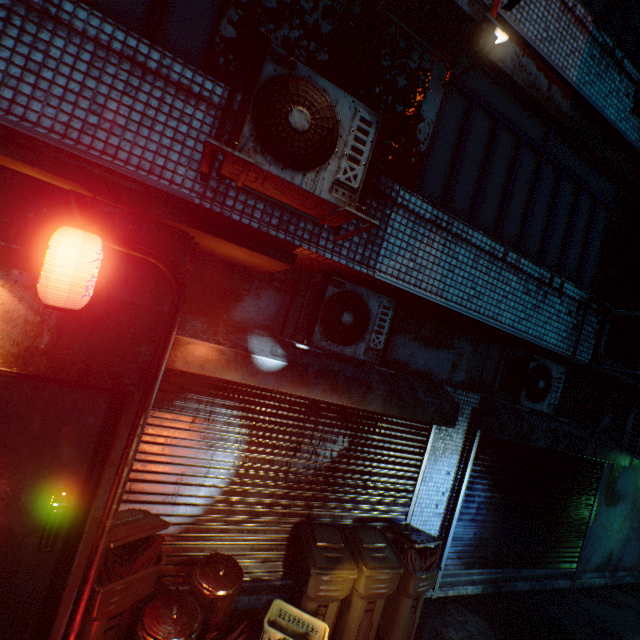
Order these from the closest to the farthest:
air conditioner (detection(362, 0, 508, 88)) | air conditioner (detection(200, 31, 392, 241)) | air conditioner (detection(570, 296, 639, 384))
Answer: air conditioner (detection(200, 31, 392, 241)) < air conditioner (detection(362, 0, 508, 88)) < air conditioner (detection(570, 296, 639, 384))

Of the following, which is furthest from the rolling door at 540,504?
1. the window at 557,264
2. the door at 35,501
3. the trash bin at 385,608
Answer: the door at 35,501

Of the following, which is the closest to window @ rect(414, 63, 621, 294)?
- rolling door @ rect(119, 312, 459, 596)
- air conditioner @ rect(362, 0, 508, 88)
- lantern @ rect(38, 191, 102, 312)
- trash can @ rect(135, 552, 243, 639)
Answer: air conditioner @ rect(362, 0, 508, 88)

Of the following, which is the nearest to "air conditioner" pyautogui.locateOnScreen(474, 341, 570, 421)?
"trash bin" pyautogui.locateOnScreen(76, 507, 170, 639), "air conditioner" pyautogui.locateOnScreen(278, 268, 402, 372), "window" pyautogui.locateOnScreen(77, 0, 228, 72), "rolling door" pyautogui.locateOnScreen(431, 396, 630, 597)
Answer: "rolling door" pyautogui.locateOnScreen(431, 396, 630, 597)

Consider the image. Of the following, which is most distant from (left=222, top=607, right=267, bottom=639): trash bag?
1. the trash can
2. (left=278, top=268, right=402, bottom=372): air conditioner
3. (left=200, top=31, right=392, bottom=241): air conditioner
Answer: (left=200, top=31, right=392, bottom=241): air conditioner

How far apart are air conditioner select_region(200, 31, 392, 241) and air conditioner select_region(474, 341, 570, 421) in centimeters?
312cm

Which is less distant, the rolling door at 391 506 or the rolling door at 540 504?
the rolling door at 391 506

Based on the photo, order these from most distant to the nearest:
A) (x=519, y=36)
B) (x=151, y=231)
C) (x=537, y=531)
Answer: (x=537, y=531)
(x=519, y=36)
(x=151, y=231)
